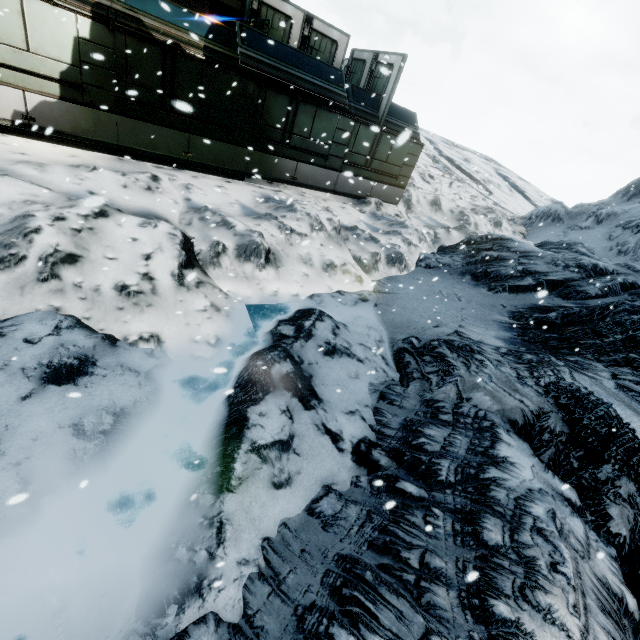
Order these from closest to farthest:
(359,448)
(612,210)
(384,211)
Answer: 1. (359,448)
2. (384,211)
3. (612,210)
